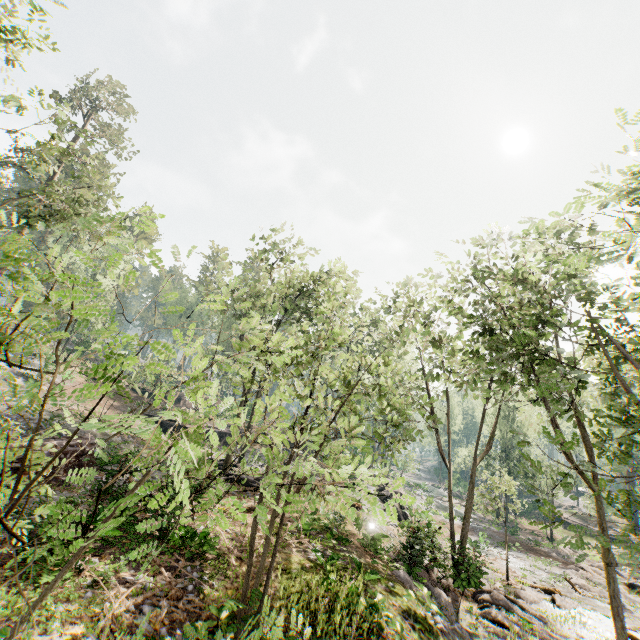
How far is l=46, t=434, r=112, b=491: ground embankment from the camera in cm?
1129

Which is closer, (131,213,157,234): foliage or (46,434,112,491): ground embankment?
(131,213,157,234): foliage

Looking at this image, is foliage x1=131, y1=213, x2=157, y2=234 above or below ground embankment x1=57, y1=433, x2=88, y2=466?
above

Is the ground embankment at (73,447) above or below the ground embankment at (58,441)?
below

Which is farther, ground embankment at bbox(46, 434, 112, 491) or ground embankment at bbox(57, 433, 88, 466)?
ground embankment at bbox(57, 433, 88, 466)

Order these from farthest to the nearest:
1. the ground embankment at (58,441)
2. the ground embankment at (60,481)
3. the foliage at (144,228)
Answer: the ground embankment at (58,441) < the ground embankment at (60,481) < the foliage at (144,228)

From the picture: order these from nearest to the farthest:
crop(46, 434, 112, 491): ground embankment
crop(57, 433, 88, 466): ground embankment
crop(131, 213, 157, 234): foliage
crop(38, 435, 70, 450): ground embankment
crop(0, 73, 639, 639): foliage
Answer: crop(0, 73, 639, 639): foliage, crop(131, 213, 157, 234): foliage, crop(46, 434, 112, 491): ground embankment, crop(38, 435, 70, 450): ground embankment, crop(57, 433, 88, 466): ground embankment

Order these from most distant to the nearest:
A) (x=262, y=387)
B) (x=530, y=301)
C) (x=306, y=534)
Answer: (x=262, y=387) < (x=306, y=534) < (x=530, y=301)
